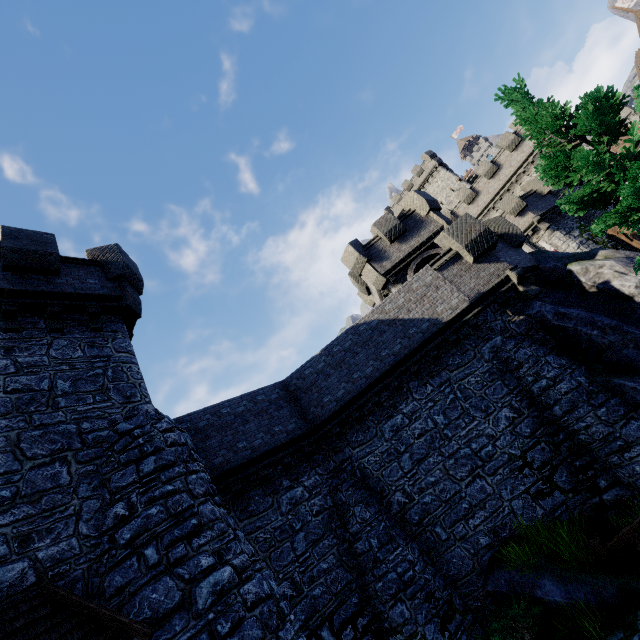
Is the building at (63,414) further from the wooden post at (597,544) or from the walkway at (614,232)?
the walkway at (614,232)

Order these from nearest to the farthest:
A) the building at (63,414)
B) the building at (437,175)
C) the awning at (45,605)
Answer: the awning at (45,605) < the building at (63,414) < the building at (437,175)

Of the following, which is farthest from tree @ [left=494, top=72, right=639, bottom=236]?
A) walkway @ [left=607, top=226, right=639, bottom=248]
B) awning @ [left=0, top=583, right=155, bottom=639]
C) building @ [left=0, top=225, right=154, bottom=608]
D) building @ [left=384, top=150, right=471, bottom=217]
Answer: building @ [left=384, top=150, right=471, bottom=217]

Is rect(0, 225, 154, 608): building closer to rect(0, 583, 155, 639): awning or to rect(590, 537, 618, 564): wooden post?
rect(0, 583, 155, 639): awning

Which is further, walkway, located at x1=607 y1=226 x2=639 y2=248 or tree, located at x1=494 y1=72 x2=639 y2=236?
walkway, located at x1=607 y1=226 x2=639 y2=248

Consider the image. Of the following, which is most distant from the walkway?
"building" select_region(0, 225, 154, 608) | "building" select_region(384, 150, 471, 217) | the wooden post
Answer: "building" select_region(0, 225, 154, 608)

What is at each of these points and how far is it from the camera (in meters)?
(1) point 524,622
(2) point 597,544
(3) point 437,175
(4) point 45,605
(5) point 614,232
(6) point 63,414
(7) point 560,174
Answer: (1) bush, 8.37
(2) wooden post, 7.97
(3) building, 50.06
(4) awning, 5.40
(5) walkway, 25.12
(6) building, 8.05
(7) tree, 9.54

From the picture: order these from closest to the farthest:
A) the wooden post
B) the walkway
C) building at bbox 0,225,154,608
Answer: building at bbox 0,225,154,608, the wooden post, the walkway
